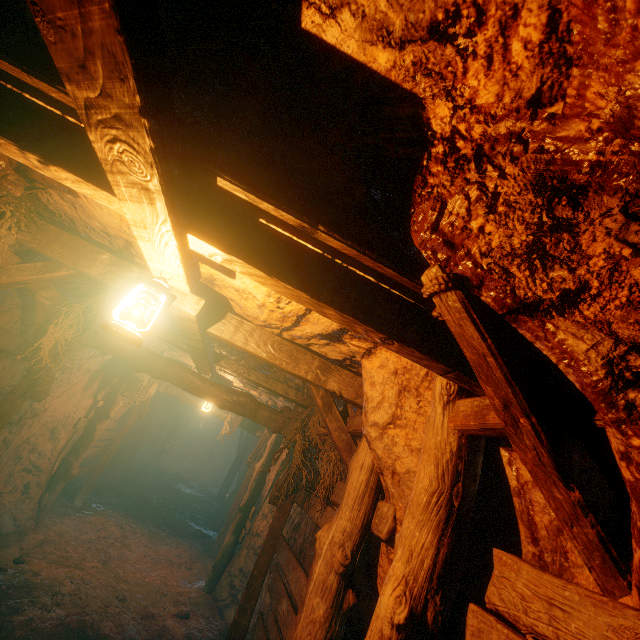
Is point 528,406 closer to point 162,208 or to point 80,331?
point 162,208

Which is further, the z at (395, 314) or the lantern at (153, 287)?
the lantern at (153, 287)

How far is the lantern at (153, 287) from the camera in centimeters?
180cm

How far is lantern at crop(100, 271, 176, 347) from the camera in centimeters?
180cm

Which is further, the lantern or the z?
the lantern
